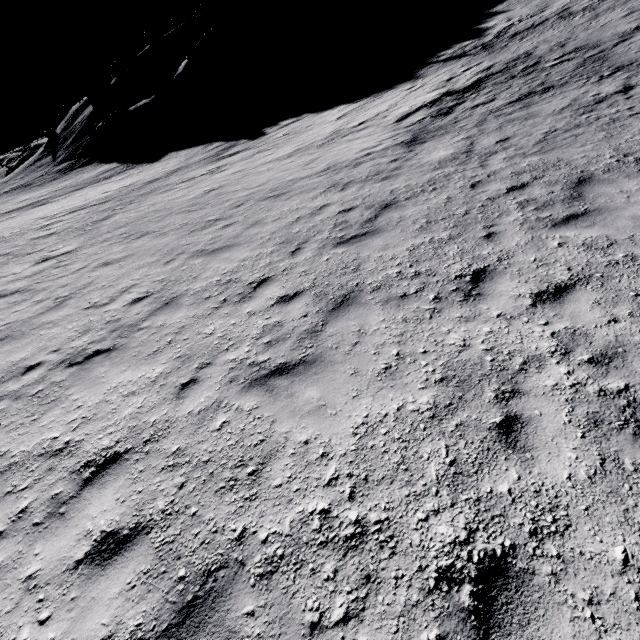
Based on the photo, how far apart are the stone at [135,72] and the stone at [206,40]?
17.7 meters

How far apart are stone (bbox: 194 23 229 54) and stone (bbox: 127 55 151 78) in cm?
1771

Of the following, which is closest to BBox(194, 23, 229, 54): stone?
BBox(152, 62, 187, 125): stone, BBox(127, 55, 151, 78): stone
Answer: BBox(152, 62, 187, 125): stone

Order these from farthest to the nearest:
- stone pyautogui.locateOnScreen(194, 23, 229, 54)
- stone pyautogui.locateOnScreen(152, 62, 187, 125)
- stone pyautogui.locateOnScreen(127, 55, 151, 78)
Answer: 1. stone pyautogui.locateOnScreen(127, 55, 151, 78)
2. stone pyautogui.locateOnScreen(194, 23, 229, 54)
3. stone pyautogui.locateOnScreen(152, 62, 187, 125)

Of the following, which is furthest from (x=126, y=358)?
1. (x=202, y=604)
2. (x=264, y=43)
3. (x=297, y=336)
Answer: (x=264, y=43)

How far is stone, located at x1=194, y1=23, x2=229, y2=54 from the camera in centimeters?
4406cm

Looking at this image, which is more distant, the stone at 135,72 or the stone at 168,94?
the stone at 135,72
